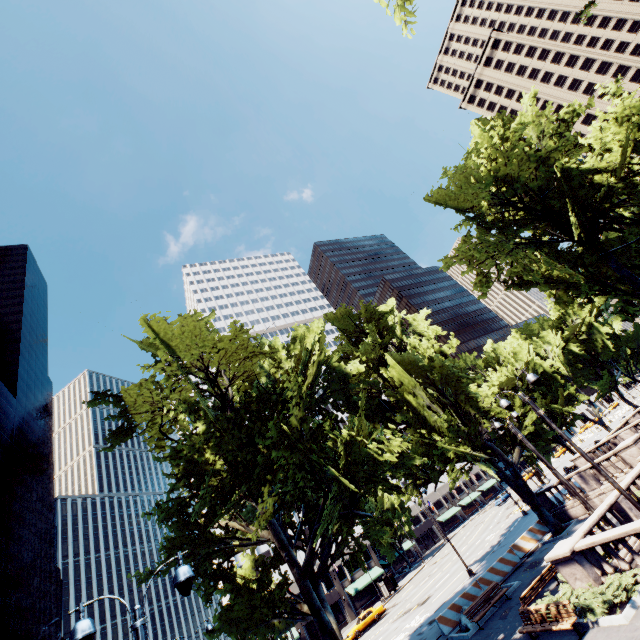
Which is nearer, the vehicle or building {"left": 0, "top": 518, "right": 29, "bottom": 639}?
the vehicle

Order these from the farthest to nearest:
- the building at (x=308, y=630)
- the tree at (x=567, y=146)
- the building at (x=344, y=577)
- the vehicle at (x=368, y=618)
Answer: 1. the building at (x=344, y=577)
2. the building at (x=308, y=630)
3. the vehicle at (x=368, y=618)
4. the tree at (x=567, y=146)

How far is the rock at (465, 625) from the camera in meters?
17.7 m

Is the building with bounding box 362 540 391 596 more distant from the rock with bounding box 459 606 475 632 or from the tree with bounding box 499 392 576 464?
the rock with bounding box 459 606 475 632

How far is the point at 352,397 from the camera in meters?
22.2

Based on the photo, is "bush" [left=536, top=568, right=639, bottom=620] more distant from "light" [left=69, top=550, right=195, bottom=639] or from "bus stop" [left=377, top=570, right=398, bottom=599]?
"bus stop" [left=377, top=570, right=398, bottom=599]

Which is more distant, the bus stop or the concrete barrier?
the bus stop

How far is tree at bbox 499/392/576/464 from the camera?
25.4 meters
